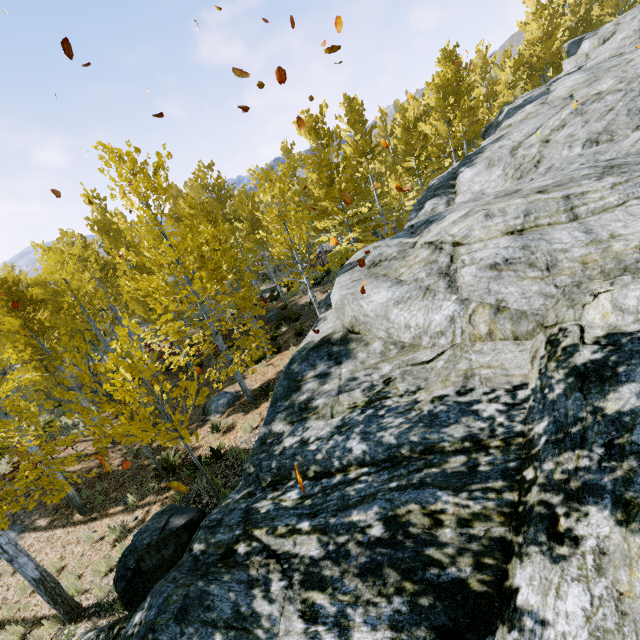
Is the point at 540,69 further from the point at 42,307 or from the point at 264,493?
the point at 42,307

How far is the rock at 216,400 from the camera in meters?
13.0

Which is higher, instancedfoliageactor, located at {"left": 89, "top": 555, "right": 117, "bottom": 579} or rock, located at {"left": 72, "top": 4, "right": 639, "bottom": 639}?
rock, located at {"left": 72, "top": 4, "right": 639, "bottom": 639}

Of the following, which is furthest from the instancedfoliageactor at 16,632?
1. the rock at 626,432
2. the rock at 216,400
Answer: the rock at 216,400

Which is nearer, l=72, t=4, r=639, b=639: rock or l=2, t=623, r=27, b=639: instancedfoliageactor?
l=72, t=4, r=639, b=639: rock

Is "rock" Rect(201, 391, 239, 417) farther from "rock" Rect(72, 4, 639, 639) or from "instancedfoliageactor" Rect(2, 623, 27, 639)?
"rock" Rect(72, 4, 639, 639)
